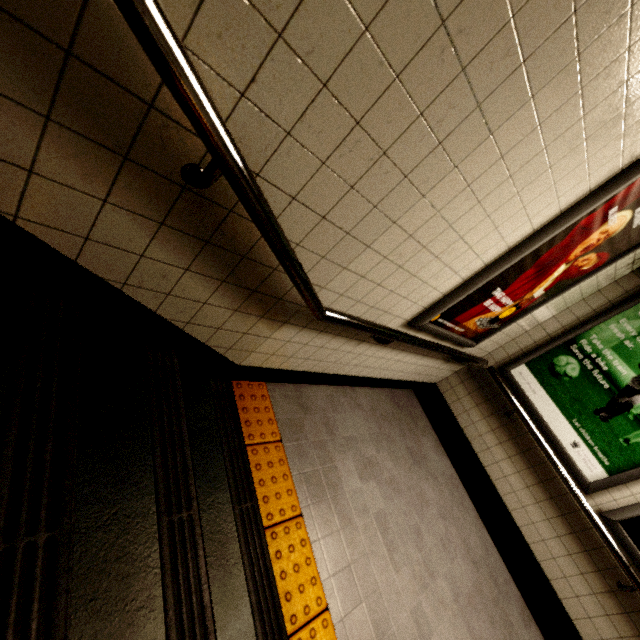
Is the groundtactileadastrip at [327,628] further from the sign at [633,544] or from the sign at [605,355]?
the sign at [605,355]

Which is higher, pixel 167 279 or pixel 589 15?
pixel 589 15

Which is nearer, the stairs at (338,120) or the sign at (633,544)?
the stairs at (338,120)

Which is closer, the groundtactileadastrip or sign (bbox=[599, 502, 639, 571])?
the groundtactileadastrip

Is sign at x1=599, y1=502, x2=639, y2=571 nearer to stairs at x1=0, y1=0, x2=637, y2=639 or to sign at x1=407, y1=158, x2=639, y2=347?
sign at x1=407, y1=158, x2=639, y2=347

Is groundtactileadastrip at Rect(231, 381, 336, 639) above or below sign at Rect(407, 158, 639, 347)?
below

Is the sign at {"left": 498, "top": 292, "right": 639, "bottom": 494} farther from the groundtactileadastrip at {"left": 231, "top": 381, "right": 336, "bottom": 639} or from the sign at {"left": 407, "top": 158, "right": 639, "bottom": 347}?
the groundtactileadastrip at {"left": 231, "top": 381, "right": 336, "bottom": 639}

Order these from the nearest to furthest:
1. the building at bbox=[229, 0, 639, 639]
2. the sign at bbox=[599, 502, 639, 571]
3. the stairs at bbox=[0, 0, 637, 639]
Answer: the stairs at bbox=[0, 0, 637, 639], the building at bbox=[229, 0, 639, 639], the sign at bbox=[599, 502, 639, 571]
